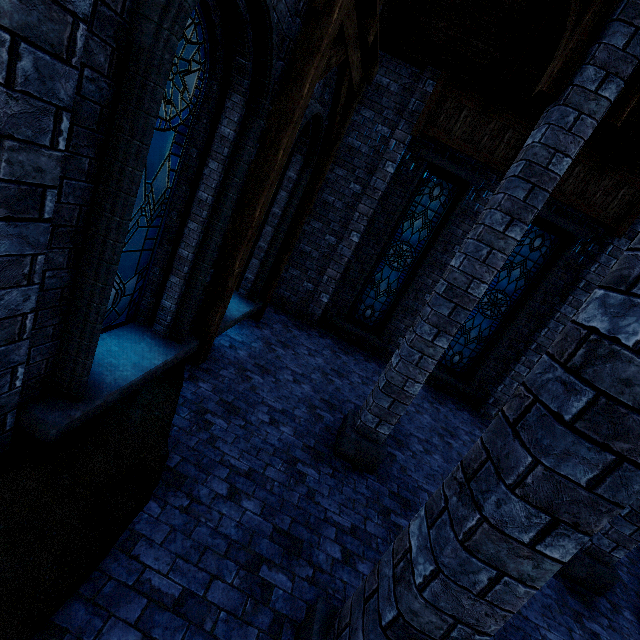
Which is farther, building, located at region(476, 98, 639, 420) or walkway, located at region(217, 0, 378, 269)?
building, located at region(476, 98, 639, 420)

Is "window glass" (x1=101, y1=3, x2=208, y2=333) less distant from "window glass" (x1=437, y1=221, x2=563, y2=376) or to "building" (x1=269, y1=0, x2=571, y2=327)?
"building" (x1=269, y1=0, x2=571, y2=327)

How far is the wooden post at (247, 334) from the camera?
6.5 meters

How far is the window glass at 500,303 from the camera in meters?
8.6 m

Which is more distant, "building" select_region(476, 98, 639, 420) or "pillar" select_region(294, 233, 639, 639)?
"building" select_region(476, 98, 639, 420)

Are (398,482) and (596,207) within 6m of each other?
no

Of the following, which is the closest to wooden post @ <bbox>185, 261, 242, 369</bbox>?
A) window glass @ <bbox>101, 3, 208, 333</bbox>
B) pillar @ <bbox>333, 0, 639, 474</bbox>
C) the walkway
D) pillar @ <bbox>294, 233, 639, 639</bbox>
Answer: the walkway

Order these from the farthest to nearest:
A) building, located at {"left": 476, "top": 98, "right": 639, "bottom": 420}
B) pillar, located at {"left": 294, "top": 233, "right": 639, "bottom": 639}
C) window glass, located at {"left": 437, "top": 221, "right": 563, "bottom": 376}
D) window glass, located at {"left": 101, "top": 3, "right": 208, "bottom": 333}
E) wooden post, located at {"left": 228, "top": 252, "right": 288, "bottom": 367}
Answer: window glass, located at {"left": 437, "top": 221, "right": 563, "bottom": 376}
building, located at {"left": 476, "top": 98, "right": 639, "bottom": 420}
wooden post, located at {"left": 228, "top": 252, "right": 288, "bottom": 367}
window glass, located at {"left": 101, "top": 3, "right": 208, "bottom": 333}
pillar, located at {"left": 294, "top": 233, "right": 639, "bottom": 639}
